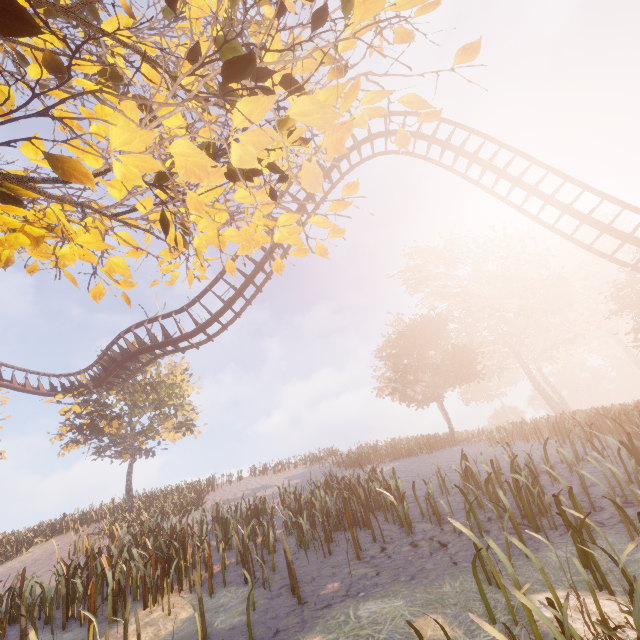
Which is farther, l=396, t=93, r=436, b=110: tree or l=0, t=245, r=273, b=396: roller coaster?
l=0, t=245, r=273, b=396: roller coaster

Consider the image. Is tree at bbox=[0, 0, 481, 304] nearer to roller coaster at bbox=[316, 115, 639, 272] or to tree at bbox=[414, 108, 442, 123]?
roller coaster at bbox=[316, 115, 639, 272]

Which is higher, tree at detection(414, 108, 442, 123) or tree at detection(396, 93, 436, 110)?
tree at detection(396, 93, 436, 110)

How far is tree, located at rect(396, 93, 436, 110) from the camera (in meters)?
4.75

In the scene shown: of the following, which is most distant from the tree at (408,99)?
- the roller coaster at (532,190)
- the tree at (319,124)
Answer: the roller coaster at (532,190)

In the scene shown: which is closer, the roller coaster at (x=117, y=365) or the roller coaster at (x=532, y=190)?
the roller coaster at (x=532, y=190)

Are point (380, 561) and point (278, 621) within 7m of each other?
yes

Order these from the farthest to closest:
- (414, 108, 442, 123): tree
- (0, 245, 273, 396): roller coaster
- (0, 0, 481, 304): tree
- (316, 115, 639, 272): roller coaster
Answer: (0, 245, 273, 396): roller coaster, (316, 115, 639, 272): roller coaster, (414, 108, 442, 123): tree, (0, 0, 481, 304): tree
